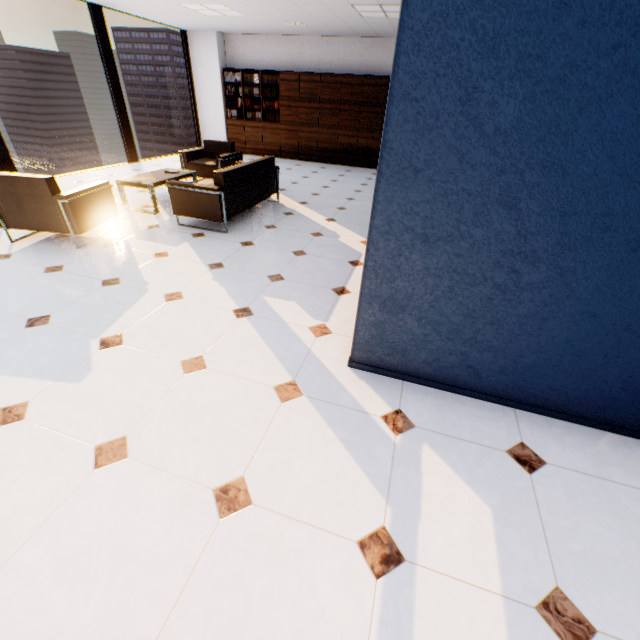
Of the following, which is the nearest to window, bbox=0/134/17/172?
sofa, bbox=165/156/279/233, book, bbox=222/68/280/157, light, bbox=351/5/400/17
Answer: book, bbox=222/68/280/157

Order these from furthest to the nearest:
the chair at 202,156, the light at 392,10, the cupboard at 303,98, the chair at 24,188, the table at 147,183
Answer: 1. the cupboard at 303,98
2. the chair at 202,156
3. the light at 392,10
4. the table at 147,183
5. the chair at 24,188

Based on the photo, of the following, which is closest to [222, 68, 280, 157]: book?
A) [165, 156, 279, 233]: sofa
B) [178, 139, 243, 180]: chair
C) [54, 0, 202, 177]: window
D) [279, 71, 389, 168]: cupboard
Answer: [279, 71, 389, 168]: cupboard

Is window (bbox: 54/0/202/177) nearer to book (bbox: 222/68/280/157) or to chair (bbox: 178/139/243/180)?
book (bbox: 222/68/280/157)

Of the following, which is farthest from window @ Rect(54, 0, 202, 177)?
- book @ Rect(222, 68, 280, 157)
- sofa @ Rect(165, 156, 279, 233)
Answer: sofa @ Rect(165, 156, 279, 233)

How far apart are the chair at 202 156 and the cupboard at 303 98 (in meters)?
3.55

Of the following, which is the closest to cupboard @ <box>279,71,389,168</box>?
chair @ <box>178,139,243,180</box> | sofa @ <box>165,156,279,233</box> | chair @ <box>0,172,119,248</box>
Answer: chair @ <box>178,139,243,180</box>

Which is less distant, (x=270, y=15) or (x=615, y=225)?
(x=615, y=225)
